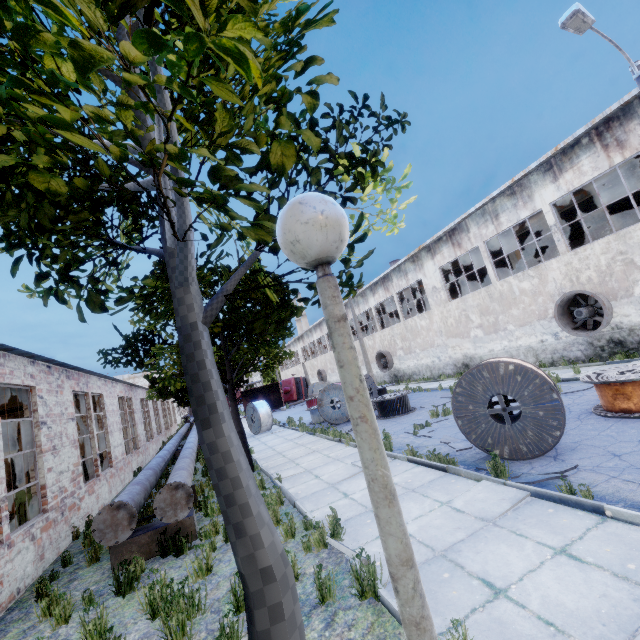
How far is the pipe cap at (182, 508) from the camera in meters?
6.3

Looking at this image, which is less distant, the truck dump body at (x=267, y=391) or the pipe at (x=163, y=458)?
the pipe at (x=163, y=458)

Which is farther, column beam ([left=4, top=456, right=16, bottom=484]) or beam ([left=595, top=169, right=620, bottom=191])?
column beam ([left=4, top=456, right=16, bottom=484])

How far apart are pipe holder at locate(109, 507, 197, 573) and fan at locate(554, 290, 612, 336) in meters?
17.1 m

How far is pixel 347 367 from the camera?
1.3m

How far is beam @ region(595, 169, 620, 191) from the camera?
15.6m

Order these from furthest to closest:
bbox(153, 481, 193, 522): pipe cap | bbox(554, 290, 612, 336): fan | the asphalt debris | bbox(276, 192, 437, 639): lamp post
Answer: bbox(554, 290, 612, 336): fan < bbox(153, 481, 193, 522): pipe cap < the asphalt debris < bbox(276, 192, 437, 639): lamp post

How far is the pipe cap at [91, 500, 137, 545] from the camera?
5.92m
